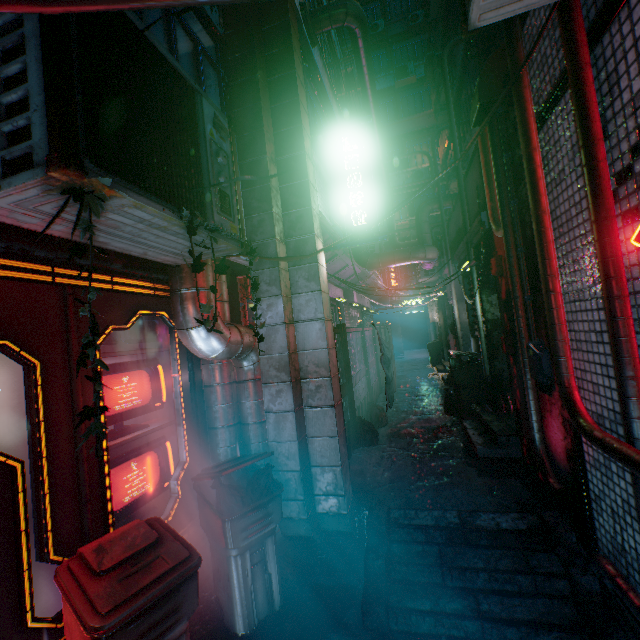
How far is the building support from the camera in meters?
6.6

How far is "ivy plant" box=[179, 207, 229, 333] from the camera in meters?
1.6

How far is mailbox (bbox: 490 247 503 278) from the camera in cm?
361

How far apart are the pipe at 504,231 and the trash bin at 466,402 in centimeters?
194cm

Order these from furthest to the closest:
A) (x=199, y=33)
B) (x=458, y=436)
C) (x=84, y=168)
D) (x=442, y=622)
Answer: (x=458, y=436) → (x=199, y=33) → (x=442, y=622) → (x=84, y=168)

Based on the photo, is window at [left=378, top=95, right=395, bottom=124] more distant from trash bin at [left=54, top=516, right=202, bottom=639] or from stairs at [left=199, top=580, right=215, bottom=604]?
trash bin at [left=54, top=516, right=202, bottom=639]

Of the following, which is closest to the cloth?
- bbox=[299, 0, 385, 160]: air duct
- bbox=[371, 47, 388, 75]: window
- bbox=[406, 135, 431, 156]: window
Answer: bbox=[299, 0, 385, 160]: air duct

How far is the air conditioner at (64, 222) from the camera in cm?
126
